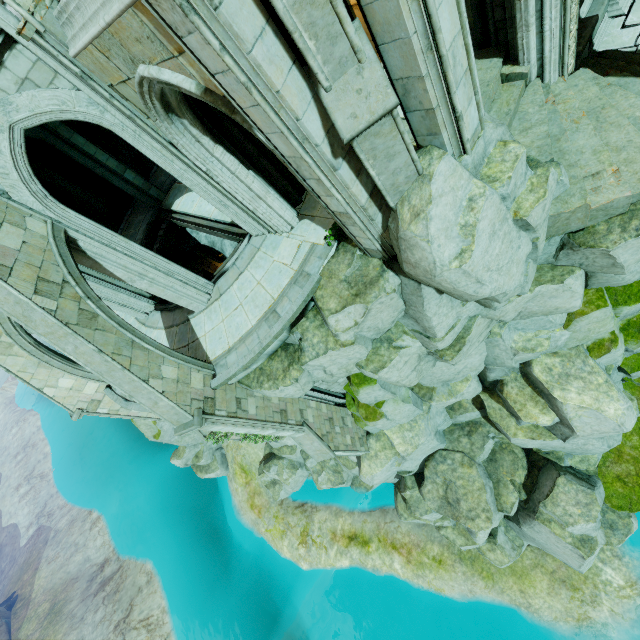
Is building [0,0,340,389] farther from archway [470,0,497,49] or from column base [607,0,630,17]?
column base [607,0,630,17]

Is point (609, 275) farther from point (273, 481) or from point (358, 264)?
point (273, 481)

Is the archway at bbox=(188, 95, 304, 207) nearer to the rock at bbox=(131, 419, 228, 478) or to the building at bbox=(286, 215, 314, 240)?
the building at bbox=(286, 215, 314, 240)

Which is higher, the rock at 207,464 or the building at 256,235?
the building at 256,235

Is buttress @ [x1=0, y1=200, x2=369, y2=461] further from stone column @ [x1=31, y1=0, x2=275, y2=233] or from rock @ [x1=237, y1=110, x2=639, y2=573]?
stone column @ [x1=31, y1=0, x2=275, y2=233]

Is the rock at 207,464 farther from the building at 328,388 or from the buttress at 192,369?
the building at 328,388

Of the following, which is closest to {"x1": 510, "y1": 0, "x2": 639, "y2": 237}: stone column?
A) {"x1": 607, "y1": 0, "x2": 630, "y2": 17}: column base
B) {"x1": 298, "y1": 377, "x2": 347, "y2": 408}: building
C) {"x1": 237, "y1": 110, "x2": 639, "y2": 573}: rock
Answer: {"x1": 237, "y1": 110, "x2": 639, "y2": 573}: rock

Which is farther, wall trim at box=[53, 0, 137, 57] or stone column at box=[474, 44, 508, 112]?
stone column at box=[474, 44, 508, 112]
